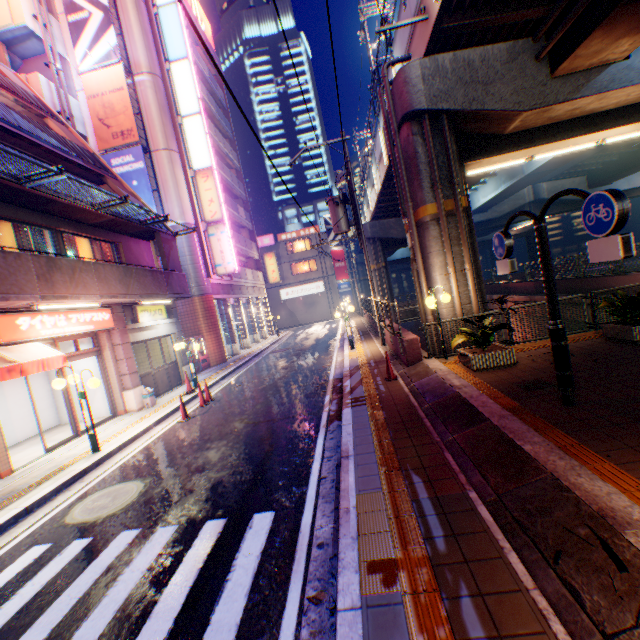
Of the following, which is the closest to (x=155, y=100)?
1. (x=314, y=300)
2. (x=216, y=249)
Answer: (x=216, y=249)

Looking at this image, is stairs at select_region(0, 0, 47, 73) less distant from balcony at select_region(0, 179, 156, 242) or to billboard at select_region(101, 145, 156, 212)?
billboard at select_region(101, 145, 156, 212)

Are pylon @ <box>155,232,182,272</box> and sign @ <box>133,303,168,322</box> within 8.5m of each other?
yes

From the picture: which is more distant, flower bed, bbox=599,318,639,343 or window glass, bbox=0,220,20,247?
window glass, bbox=0,220,20,247

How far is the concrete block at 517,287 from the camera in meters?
20.8

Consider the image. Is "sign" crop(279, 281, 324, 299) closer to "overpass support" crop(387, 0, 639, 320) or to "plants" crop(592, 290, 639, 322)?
"overpass support" crop(387, 0, 639, 320)

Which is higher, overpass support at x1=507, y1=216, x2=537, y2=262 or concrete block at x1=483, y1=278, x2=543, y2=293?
overpass support at x1=507, y1=216, x2=537, y2=262

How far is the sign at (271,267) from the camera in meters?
34.4
